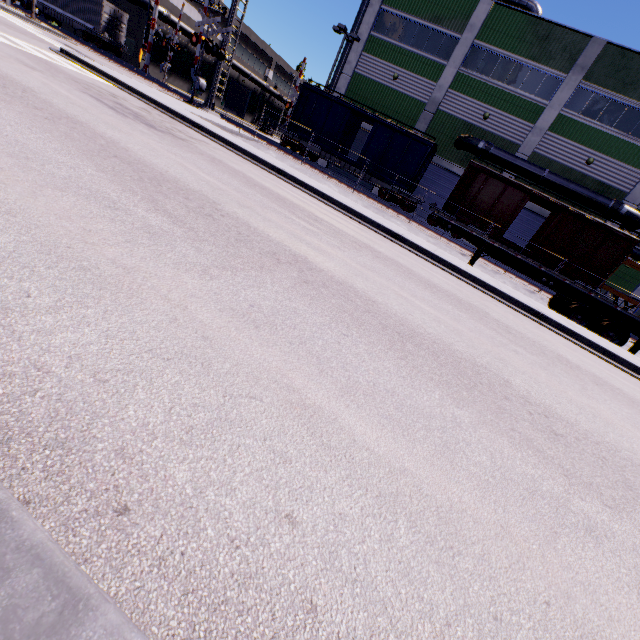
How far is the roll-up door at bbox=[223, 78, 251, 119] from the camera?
48.28m

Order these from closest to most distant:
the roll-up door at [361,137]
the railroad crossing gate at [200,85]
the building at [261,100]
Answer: the railroad crossing gate at [200,85]
the roll-up door at [361,137]
the building at [261,100]

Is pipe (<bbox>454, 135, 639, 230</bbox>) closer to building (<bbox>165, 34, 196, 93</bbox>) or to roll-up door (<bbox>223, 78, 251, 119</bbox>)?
building (<bbox>165, 34, 196, 93</bbox>)

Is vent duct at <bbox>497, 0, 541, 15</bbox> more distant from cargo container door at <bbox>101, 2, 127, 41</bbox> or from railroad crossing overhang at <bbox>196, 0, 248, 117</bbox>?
cargo container door at <bbox>101, 2, 127, 41</bbox>

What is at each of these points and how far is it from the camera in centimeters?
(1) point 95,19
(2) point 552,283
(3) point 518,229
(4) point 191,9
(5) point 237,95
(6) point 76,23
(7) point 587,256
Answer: (1) cargo container, 3097cm
(2) semi trailer, 1323cm
(3) roll-up door, 2597cm
(4) building, 3716cm
(5) roll-up door, 4972cm
(6) flatcar, 3188cm
(7) cargo car, 2039cm

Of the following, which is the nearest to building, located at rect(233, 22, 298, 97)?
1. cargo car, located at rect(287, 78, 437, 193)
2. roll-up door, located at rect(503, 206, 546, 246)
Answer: roll-up door, located at rect(503, 206, 546, 246)

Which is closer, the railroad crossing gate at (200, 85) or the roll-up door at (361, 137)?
the railroad crossing gate at (200, 85)

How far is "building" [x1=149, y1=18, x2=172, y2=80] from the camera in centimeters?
3569cm
